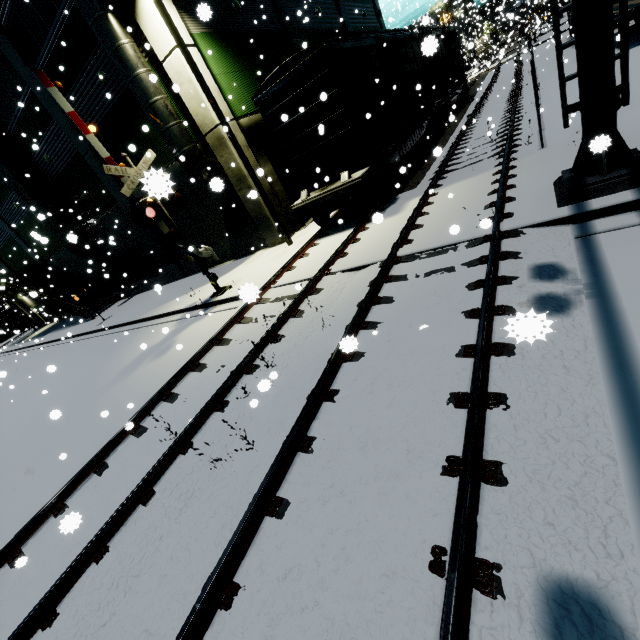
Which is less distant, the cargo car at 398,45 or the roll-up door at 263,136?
the cargo car at 398,45

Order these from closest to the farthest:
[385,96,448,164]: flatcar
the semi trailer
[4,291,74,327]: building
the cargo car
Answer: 1. the cargo car
2. [385,96,448,164]: flatcar
3. the semi trailer
4. [4,291,74,327]: building

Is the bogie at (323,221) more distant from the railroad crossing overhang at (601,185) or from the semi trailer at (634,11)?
the semi trailer at (634,11)

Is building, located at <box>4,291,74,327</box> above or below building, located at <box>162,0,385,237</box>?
below

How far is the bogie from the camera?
10.59m

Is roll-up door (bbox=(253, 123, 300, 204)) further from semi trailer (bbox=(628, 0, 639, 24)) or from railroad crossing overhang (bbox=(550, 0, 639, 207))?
semi trailer (bbox=(628, 0, 639, 24))

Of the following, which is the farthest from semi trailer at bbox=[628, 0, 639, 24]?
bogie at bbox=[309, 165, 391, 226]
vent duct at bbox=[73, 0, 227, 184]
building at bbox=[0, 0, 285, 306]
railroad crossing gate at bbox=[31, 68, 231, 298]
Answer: railroad crossing gate at bbox=[31, 68, 231, 298]

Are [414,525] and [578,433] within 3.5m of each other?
yes
